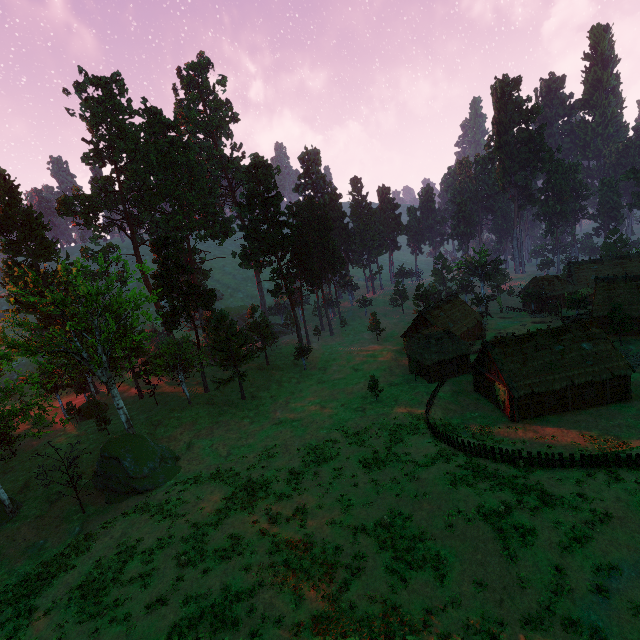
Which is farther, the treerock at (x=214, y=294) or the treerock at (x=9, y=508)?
the treerock at (x=214, y=294)

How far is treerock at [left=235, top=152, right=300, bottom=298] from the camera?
54.0 meters

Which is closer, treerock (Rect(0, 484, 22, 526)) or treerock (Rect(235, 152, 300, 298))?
treerock (Rect(0, 484, 22, 526))

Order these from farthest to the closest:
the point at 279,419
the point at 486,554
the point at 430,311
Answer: the point at 430,311, the point at 279,419, the point at 486,554

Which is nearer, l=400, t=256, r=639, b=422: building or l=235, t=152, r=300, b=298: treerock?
l=400, t=256, r=639, b=422: building

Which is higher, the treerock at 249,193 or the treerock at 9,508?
the treerock at 249,193

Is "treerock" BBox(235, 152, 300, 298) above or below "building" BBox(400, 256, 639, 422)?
above
